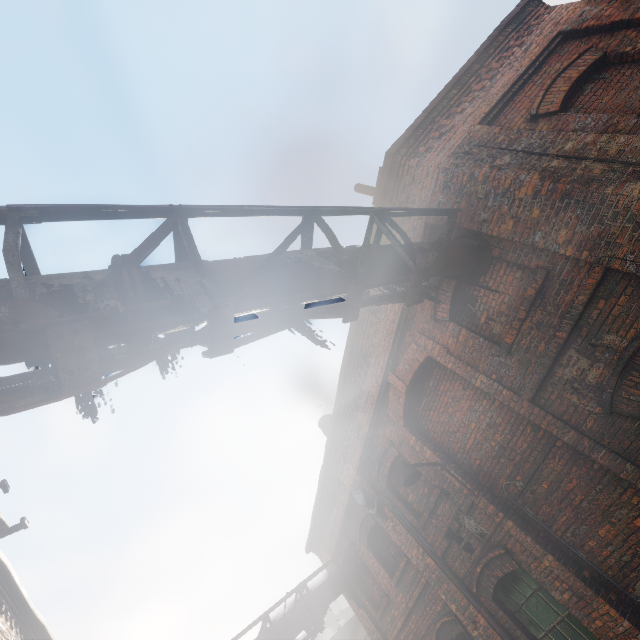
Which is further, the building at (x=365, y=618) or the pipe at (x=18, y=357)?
the building at (x=365, y=618)

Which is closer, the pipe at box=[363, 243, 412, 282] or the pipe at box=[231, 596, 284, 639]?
the pipe at box=[363, 243, 412, 282]

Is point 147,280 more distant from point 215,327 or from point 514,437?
point 514,437

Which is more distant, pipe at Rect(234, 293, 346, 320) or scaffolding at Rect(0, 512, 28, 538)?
scaffolding at Rect(0, 512, 28, 538)

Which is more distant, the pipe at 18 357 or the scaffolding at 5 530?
the scaffolding at 5 530

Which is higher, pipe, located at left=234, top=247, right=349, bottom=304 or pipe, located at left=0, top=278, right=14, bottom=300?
pipe, located at left=0, top=278, right=14, bottom=300

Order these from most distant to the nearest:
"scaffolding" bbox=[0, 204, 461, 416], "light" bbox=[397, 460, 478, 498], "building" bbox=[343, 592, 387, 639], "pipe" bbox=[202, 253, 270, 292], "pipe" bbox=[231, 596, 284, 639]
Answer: "building" bbox=[343, 592, 387, 639], "pipe" bbox=[231, 596, 284, 639], "light" bbox=[397, 460, 478, 498], "pipe" bbox=[202, 253, 270, 292], "scaffolding" bbox=[0, 204, 461, 416]

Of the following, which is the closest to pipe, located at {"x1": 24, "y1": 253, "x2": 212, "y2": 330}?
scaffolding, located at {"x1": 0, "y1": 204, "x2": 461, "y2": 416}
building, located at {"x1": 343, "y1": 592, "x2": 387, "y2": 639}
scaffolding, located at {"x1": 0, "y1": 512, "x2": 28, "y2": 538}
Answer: scaffolding, located at {"x1": 0, "y1": 204, "x2": 461, "y2": 416}
